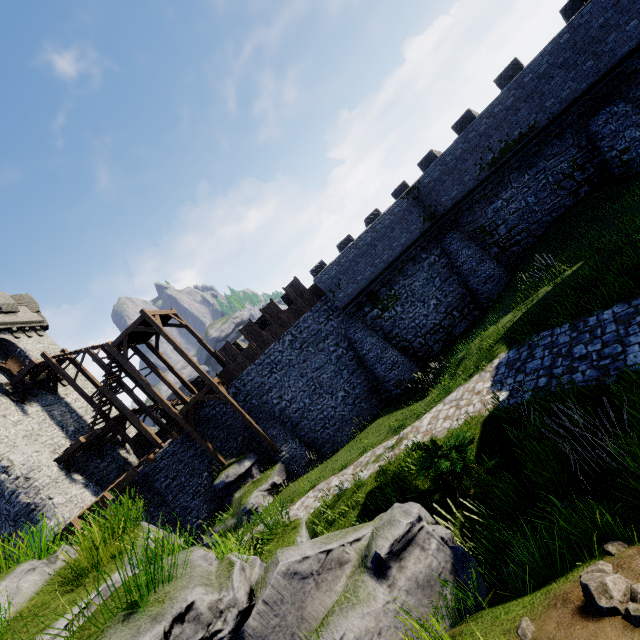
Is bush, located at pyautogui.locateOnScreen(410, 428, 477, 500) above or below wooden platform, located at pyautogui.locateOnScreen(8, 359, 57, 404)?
below

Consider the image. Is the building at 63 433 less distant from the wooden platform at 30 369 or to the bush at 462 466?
the wooden platform at 30 369

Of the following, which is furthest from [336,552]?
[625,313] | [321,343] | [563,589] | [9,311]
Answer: [9,311]

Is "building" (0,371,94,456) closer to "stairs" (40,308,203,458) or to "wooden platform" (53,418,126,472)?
"wooden platform" (53,418,126,472)

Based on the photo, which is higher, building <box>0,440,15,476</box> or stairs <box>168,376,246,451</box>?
building <box>0,440,15,476</box>

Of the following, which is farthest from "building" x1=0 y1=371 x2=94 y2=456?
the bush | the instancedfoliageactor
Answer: the instancedfoliageactor

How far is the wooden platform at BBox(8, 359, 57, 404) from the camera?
20.2 meters

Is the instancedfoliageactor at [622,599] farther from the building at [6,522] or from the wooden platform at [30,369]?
the wooden platform at [30,369]
